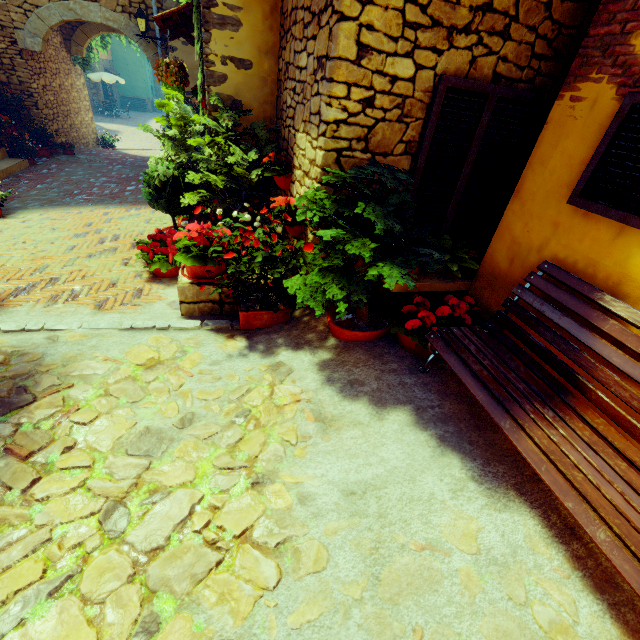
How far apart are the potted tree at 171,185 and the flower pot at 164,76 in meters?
0.3

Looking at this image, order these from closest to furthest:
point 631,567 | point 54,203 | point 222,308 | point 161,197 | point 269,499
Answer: point 631,567 < point 269,499 < point 222,308 < point 161,197 < point 54,203

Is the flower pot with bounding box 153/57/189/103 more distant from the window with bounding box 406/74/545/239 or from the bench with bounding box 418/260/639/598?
the bench with bounding box 418/260/639/598

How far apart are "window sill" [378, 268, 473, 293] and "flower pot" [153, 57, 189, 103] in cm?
429

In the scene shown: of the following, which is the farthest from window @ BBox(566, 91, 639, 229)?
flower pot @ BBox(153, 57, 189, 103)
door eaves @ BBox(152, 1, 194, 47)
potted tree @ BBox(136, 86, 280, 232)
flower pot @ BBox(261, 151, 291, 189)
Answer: door eaves @ BBox(152, 1, 194, 47)

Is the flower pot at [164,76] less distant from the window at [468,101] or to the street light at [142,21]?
the window at [468,101]

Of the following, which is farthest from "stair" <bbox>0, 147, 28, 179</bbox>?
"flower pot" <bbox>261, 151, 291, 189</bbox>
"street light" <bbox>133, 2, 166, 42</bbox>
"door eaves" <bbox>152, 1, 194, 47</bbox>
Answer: "flower pot" <bbox>261, 151, 291, 189</bbox>

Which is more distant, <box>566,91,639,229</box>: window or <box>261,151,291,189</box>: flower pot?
<box>261,151,291,189</box>: flower pot
